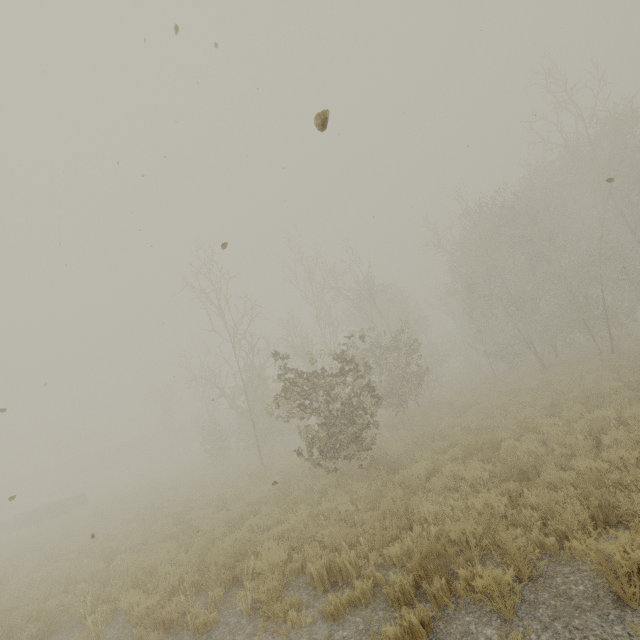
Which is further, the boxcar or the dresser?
the boxcar

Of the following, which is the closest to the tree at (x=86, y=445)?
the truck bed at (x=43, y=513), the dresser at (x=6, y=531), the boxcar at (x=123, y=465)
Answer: the boxcar at (x=123, y=465)

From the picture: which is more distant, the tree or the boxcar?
the boxcar

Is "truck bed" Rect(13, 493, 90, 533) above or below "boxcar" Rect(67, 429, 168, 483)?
below

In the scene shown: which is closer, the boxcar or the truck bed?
the truck bed

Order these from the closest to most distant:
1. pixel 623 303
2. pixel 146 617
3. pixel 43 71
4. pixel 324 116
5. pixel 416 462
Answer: pixel 324 116 < pixel 146 617 < pixel 43 71 < pixel 416 462 < pixel 623 303

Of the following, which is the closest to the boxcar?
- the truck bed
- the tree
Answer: the tree

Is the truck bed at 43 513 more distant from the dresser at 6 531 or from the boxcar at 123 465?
the boxcar at 123 465
